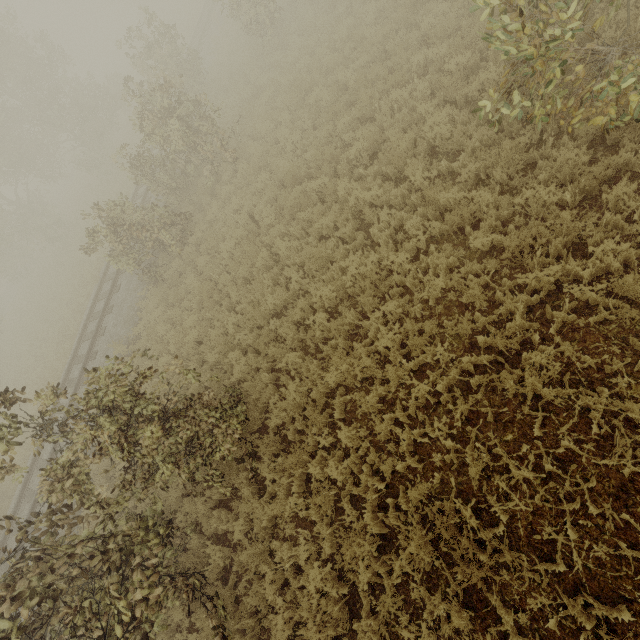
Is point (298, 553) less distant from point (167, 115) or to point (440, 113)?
point (440, 113)
